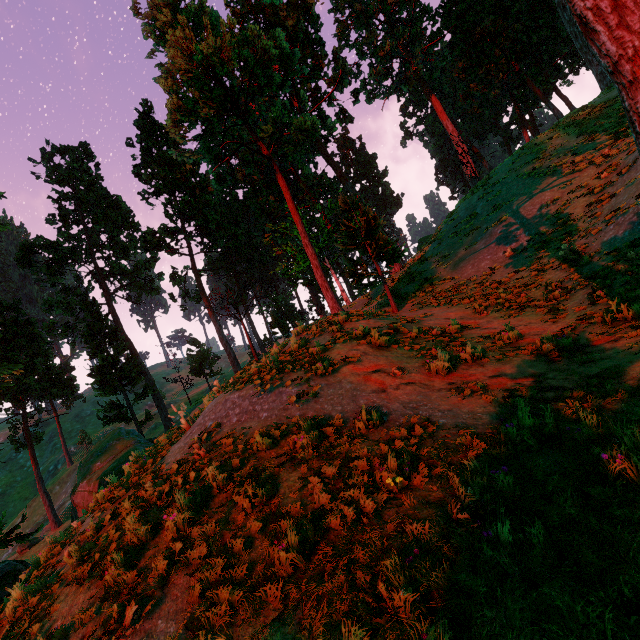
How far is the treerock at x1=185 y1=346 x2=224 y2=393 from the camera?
45.1 meters

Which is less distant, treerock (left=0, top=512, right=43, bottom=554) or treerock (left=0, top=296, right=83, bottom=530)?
treerock (left=0, top=512, right=43, bottom=554)

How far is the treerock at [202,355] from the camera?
45.06m

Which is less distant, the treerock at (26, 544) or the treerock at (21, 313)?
the treerock at (26, 544)

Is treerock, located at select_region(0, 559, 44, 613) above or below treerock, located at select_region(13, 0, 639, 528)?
below

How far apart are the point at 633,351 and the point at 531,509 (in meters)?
4.63

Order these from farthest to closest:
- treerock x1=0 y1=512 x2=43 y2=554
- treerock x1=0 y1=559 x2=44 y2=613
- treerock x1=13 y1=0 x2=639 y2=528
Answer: treerock x1=13 y1=0 x2=639 y2=528
treerock x1=0 y1=512 x2=43 y2=554
treerock x1=0 y1=559 x2=44 y2=613
